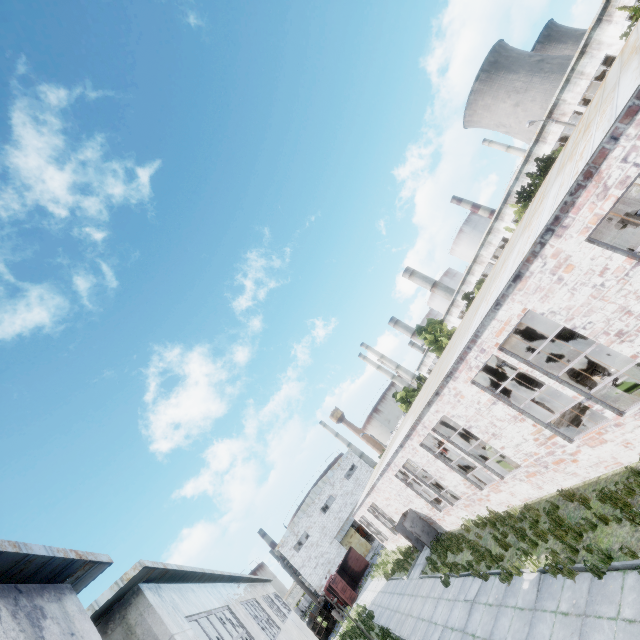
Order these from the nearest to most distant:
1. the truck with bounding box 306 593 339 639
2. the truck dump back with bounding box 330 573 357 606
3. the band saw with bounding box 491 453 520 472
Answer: the band saw with bounding box 491 453 520 472, the truck dump back with bounding box 330 573 357 606, the truck with bounding box 306 593 339 639

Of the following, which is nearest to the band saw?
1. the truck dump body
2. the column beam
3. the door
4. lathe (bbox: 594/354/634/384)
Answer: lathe (bbox: 594/354/634/384)

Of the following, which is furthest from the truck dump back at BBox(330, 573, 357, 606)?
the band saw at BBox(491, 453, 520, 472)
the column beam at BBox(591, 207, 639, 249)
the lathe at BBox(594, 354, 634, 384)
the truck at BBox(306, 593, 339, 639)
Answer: the column beam at BBox(591, 207, 639, 249)

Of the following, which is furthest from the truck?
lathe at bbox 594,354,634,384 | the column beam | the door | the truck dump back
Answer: the column beam

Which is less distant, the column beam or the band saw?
the column beam

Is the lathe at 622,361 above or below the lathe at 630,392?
above

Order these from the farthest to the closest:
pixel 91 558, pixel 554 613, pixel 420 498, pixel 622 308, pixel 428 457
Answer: pixel 420 498
pixel 428 457
pixel 554 613
pixel 622 308
pixel 91 558

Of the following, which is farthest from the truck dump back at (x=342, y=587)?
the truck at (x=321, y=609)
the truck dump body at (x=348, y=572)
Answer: the truck at (x=321, y=609)
